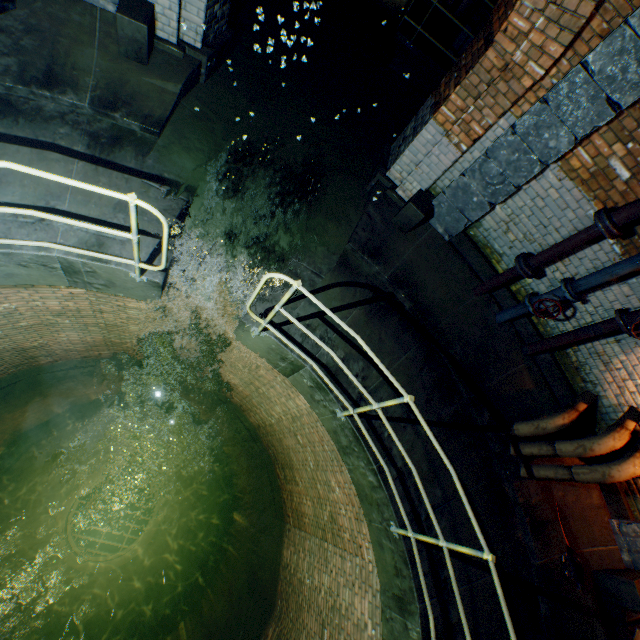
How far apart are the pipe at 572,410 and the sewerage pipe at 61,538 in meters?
11.9

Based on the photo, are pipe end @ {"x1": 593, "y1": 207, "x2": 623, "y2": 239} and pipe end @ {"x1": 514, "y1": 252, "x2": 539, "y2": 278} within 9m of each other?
yes

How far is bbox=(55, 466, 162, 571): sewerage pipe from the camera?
10.2m

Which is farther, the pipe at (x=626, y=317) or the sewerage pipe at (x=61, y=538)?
the sewerage pipe at (x=61, y=538)

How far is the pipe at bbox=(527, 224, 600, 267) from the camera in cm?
389

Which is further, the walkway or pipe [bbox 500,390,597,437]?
the walkway

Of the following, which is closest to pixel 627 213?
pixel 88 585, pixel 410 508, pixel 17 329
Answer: pixel 410 508

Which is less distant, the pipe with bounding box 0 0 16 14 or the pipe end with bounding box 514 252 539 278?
the pipe with bounding box 0 0 16 14
